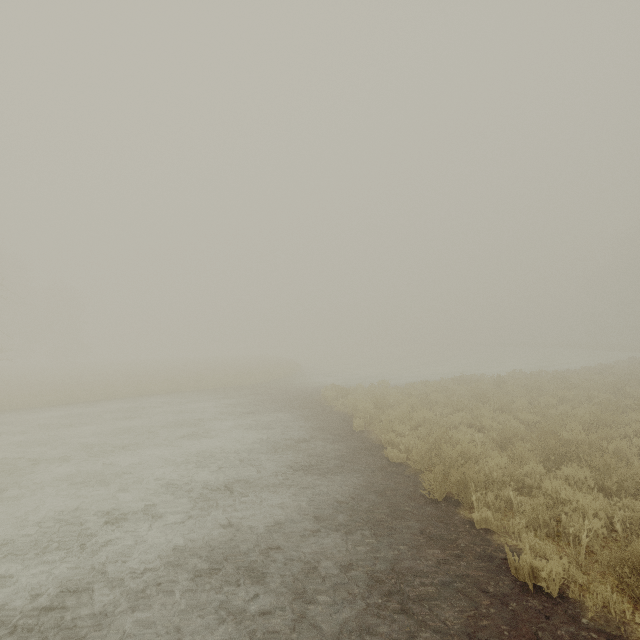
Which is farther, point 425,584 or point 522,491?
point 522,491
